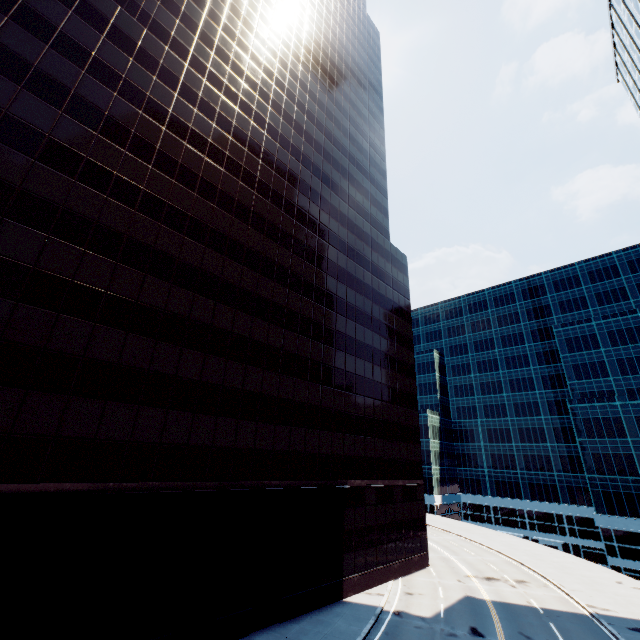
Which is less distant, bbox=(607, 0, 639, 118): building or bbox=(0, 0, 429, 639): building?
bbox=(0, 0, 429, 639): building

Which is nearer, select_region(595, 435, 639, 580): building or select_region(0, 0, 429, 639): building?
select_region(0, 0, 429, 639): building

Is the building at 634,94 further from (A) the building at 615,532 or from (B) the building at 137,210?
(A) the building at 615,532

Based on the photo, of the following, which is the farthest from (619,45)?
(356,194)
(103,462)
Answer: (103,462)

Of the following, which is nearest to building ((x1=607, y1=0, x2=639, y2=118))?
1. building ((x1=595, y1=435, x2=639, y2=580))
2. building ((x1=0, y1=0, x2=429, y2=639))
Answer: building ((x1=0, y1=0, x2=429, y2=639))

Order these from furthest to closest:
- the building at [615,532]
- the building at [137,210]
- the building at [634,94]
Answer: the building at [615,532]
the building at [634,94]
the building at [137,210]

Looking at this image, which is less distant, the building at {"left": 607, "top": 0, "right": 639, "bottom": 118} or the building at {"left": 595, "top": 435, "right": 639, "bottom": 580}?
the building at {"left": 607, "top": 0, "right": 639, "bottom": 118}
